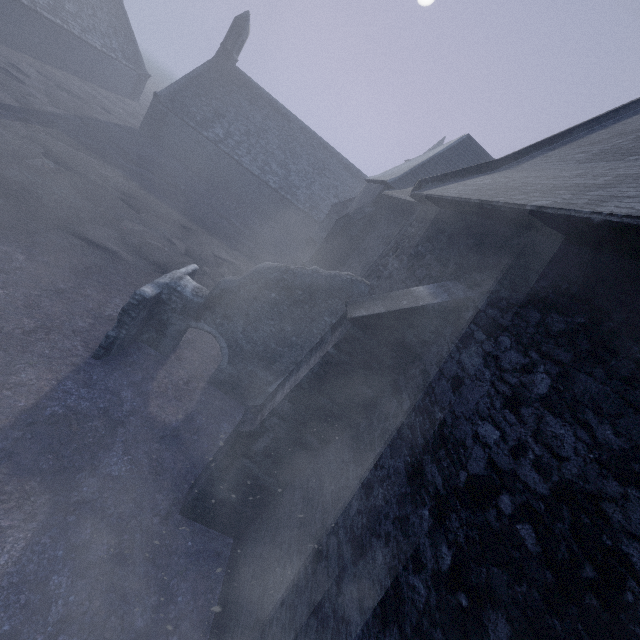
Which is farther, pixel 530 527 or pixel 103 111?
pixel 103 111

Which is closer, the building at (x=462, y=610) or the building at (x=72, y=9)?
the building at (x=462, y=610)

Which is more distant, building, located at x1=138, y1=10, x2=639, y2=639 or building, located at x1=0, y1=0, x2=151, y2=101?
building, located at x1=0, y1=0, x2=151, y2=101
